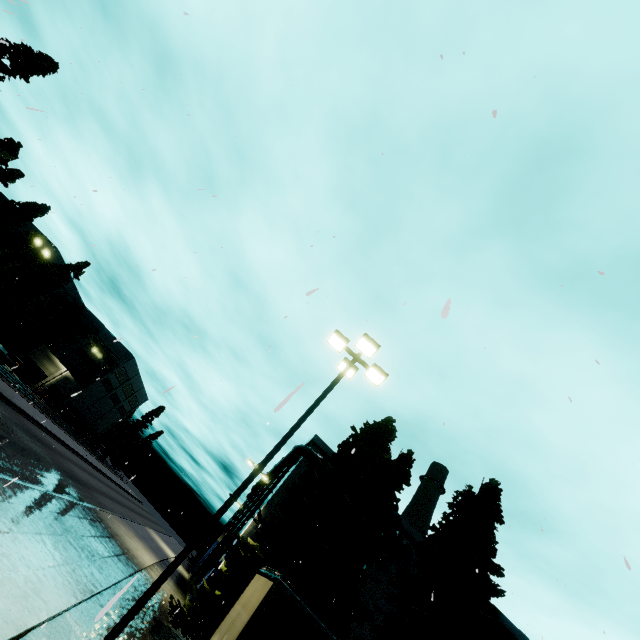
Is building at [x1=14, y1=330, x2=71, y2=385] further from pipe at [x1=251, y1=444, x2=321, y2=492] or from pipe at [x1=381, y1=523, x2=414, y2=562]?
pipe at [x1=381, y1=523, x2=414, y2=562]

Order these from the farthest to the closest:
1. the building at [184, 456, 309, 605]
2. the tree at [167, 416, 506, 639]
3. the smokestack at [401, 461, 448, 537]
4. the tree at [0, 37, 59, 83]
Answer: the smokestack at [401, 461, 448, 537], the building at [184, 456, 309, 605], the tree at [0, 37, 59, 83], the tree at [167, 416, 506, 639]

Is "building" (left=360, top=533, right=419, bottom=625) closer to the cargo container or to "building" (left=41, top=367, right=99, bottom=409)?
the cargo container

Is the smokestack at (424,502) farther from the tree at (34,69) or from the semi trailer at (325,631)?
the tree at (34,69)

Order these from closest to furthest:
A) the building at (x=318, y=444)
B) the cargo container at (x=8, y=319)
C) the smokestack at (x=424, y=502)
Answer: the cargo container at (x=8, y=319)
the building at (x=318, y=444)
the smokestack at (x=424, y=502)

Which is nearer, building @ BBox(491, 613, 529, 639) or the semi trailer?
the semi trailer

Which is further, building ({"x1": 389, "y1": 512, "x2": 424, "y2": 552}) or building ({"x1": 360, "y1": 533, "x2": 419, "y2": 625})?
building ({"x1": 389, "y1": 512, "x2": 424, "y2": 552})

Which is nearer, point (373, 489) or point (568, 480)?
point (568, 480)
